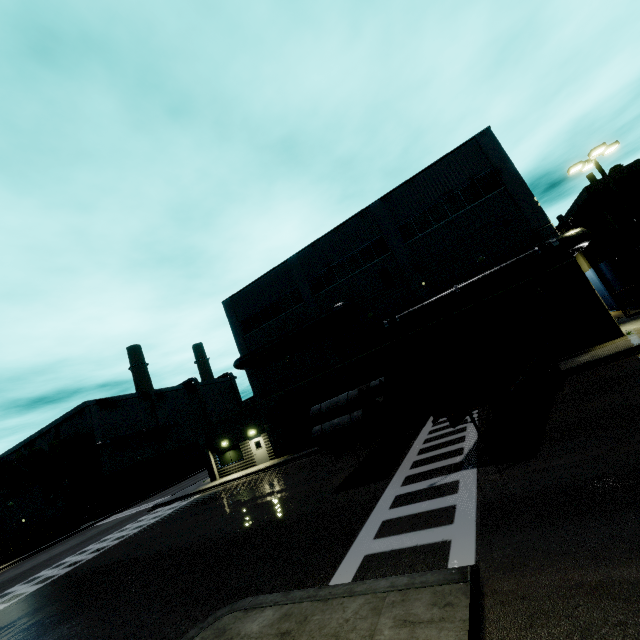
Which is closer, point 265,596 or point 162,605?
point 265,596

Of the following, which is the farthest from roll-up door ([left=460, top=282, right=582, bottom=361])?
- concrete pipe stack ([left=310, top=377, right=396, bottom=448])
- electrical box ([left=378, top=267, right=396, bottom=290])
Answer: electrical box ([left=378, top=267, right=396, bottom=290])

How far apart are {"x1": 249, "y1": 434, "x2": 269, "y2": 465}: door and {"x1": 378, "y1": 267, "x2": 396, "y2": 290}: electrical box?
16.3m

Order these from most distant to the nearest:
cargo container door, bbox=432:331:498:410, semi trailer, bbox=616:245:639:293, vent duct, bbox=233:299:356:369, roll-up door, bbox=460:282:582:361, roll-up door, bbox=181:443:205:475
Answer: roll-up door, bbox=181:443:205:475 → vent duct, bbox=233:299:356:369 → roll-up door, bbox=460:282:582:361 → semi trailer, bbox=616:245:639:293 → cargo container door, bbox=432:331:498:410

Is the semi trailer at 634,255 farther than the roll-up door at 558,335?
No

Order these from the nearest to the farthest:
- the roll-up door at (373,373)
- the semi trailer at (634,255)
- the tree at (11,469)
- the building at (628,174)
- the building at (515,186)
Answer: the semi trailer at (634,255)
the building at (515,186)
the roll-up door at (373,373)
the building at (628,174)
the tree at (11,469)

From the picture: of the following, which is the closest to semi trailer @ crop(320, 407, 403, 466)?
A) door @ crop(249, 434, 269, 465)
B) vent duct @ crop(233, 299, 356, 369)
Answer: vent duct @ crop(233, 299, 356, 369)

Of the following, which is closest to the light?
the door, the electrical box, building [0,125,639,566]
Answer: building [0,125,639,566]
